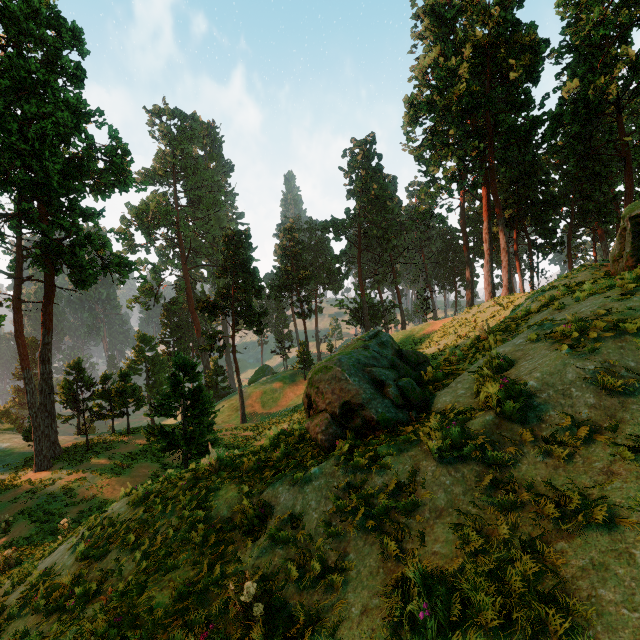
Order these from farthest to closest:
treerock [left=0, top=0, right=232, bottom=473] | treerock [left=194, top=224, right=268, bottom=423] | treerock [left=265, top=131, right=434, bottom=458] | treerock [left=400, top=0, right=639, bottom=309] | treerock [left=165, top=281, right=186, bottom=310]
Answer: treerock [left=165, top=281, right=186, bottom=310]
treerock [left=194, top=224, right=268, bottom=423]
treerock [left=400, top=0, right=639, bottom=309]
treerock [left=0, top=0, right=232, bottom=473]
treerock [left=265, top=131, right=434, bottom=458]

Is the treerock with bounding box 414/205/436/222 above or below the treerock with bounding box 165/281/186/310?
above

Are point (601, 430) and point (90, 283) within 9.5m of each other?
no

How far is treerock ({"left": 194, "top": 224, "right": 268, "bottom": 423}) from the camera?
38.19m

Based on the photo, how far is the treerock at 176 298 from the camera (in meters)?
57.06

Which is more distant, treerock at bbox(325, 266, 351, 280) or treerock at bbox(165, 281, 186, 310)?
treerock at bbox(165, 281, 186, 310)

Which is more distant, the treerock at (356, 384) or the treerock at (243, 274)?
the treerock at (243, 274)
